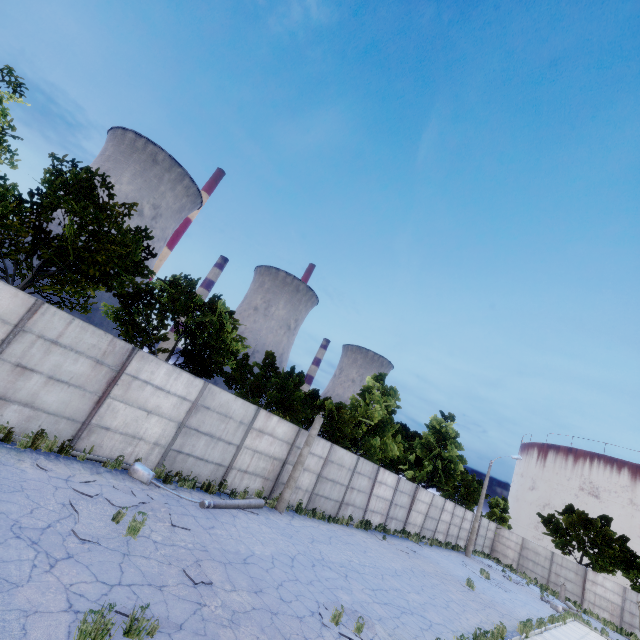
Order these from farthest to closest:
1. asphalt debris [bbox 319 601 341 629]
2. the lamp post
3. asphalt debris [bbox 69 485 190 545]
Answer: the lamp post
asphalt debris [bbox 319 601 341 629]
asphalt debris [bbox 69 485 190 545]

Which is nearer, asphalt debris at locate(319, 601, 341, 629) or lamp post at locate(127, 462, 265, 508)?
asphalt debris at locate(319, 601, 341, 629)

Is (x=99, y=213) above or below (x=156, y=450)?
above

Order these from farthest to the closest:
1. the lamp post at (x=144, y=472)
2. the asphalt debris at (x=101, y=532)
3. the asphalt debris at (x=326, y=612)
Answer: the lamp post at (x=144, y=472)
the asphalt debris at (x=326, y=612)
the asphalt debris at (x=101, y=532)

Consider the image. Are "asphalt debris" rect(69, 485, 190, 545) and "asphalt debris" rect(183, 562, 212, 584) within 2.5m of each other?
yes

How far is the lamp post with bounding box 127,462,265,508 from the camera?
10.6m

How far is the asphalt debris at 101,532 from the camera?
6.74m

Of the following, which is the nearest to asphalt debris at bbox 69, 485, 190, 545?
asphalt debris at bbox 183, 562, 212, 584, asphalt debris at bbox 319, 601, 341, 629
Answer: asphalt debris at bbox 183, 562, 212, 584
